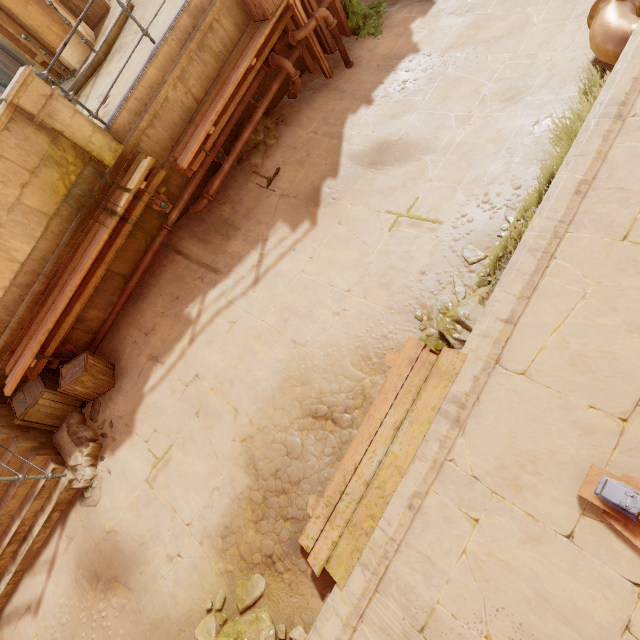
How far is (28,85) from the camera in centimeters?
476cm

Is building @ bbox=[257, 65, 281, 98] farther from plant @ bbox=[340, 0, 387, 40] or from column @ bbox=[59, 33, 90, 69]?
column @ bbox=[59, 33, 90, 69]

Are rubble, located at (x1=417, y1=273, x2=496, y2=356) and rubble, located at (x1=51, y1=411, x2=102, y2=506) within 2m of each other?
no

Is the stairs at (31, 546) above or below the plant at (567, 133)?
above

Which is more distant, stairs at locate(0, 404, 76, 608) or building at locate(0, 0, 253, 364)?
building at locate(0, 0, 253, 364)

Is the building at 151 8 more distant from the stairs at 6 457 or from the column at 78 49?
the column at 78 49

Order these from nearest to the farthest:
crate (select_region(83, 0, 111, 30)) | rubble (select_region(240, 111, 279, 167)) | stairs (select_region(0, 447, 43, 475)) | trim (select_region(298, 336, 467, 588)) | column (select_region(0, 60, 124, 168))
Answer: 1. trim (select_region(298, 336, 467, 588))
2. column (select_region(0, 60, 124, 168))
3. stairs (select_region(0, 447, 43, 475))
4. rubble (select_region(240, 111, 279, 167))
5. crate (select_region(83, 0, 111, 30))

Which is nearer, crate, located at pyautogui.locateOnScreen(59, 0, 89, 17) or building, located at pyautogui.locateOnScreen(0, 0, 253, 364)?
building, located at pyautogui.locateOnScreen(0, 0, 253, 364)
